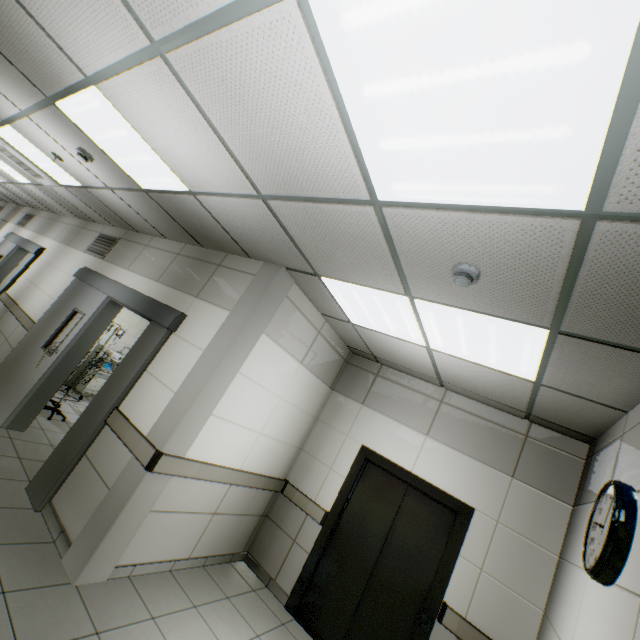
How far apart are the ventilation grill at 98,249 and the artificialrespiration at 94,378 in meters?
2.2 m

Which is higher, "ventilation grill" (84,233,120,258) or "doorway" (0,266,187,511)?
"ventilation grill" (84,233,120,258)

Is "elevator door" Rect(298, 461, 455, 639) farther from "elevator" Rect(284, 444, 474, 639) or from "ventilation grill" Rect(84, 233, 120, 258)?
"ventilation grill" Rect(84, 233, 120, 258)

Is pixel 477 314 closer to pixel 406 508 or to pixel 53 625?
pixel 406 508

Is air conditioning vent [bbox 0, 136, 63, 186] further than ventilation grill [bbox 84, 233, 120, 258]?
No

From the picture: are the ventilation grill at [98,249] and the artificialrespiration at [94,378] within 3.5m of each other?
yes

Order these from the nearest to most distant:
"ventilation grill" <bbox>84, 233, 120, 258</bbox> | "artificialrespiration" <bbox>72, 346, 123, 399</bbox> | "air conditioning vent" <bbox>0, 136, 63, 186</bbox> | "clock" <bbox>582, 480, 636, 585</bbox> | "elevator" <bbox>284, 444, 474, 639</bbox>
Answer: "clock" <bbox>582, 480, 636, 585</bbox>, "elevator" <bbox>284, 444, 474, 639</bbox>, "air conditioning vent" <bbox>0, 136, 63, 186</bbox>, "ventilation grill" <bbox>84, 233, 120, 258</bbox>, "artificialrespiration" <bbox>72, 346, 123, 399</bbox>

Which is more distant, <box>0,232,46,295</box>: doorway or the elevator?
<box>0,232,46,295</box>: doorway
